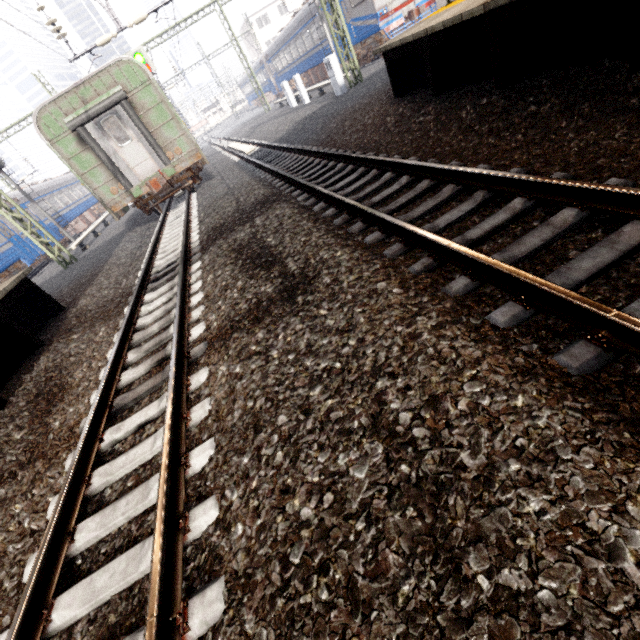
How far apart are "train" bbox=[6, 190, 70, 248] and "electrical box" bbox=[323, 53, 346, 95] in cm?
1893

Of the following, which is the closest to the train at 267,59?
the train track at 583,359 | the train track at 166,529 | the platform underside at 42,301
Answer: the train track at 583,359

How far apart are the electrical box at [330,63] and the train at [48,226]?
18.9m

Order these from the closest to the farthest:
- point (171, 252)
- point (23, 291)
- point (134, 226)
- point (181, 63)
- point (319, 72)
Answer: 1. point (23, 291)
2. point (171, 252)
3. point (134, 226)
4. point (181, 63)
5. point (319, 72)

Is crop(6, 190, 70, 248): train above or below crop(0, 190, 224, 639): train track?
above

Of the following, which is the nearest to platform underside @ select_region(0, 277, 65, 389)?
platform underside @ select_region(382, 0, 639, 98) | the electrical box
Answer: platform underside @ select_region(382, 0, 639, 98)

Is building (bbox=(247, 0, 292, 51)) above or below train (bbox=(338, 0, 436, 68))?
above

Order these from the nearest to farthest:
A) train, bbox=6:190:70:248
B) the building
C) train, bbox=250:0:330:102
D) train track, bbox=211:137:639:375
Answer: train track, bbox=211:137:639:375 < train, bbox=6:190:70:248 < train, bbox=250:0:330:102 < the building
